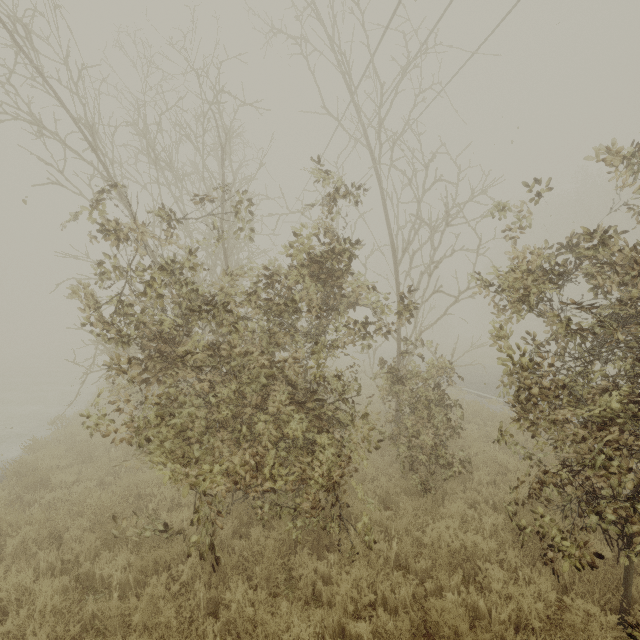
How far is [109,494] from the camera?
6.5 meters

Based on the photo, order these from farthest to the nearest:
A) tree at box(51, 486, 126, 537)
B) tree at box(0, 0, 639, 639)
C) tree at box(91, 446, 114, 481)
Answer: tree at box(91, 446, 114, 481), tree at box(51, 486, 126, 537), tree at box(0, 0, 639, 639)

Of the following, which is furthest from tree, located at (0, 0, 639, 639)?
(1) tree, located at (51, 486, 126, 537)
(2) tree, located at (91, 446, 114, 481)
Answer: (2) tree, located at (91, 446, 114, 481)

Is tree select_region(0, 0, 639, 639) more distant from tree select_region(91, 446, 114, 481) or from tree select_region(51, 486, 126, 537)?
tree select_region(91, 446, 114, 481)

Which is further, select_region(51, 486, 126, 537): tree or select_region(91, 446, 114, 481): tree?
select_region(91, 446, 114, 481): tree

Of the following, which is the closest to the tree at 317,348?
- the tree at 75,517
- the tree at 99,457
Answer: the tree at 75,517

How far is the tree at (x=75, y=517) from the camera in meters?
4.8
